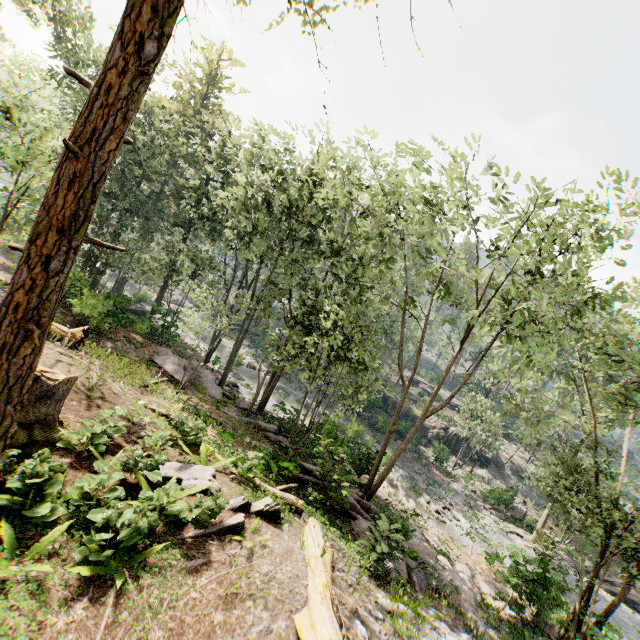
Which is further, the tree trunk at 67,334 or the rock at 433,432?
the rock at 433,432

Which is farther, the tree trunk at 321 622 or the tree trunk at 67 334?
the tree trunk at 67 334

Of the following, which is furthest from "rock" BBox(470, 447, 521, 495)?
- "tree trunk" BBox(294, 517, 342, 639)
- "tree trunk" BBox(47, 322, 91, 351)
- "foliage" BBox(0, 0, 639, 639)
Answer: "tree trunk" BBox(47, 322, 91, 351)

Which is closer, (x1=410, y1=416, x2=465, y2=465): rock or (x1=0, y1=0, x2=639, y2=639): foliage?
(x1=0, y1=0, x2=639, y2=639): foliage

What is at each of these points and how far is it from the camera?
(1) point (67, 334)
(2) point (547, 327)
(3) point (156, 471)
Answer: (1) tree trunk, 14.3 meters
(2) foliage, 13.0 meters
(3) foliage, 7.2 meters

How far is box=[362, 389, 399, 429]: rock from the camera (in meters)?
36.34

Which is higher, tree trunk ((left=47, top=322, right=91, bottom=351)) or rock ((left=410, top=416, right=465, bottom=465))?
Answer: tree trunk ((left=47, top=322, right=91, bottom=351))

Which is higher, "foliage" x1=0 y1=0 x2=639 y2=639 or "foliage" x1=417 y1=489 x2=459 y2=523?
"foliage" x1=0 y1=0 x2=639 y2=639
